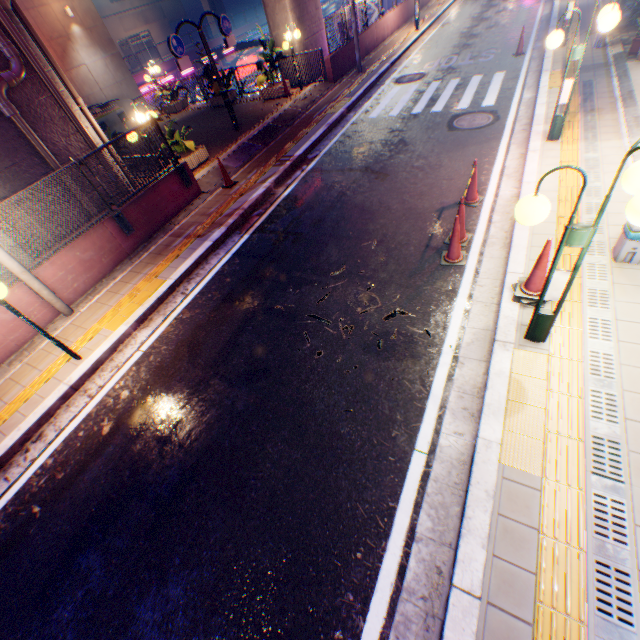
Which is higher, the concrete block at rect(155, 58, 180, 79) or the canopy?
the canopy

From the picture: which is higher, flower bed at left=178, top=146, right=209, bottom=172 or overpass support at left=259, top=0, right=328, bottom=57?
overpass support at left=259, top=0, right=328, bottom=57

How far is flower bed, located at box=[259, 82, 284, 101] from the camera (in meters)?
14.45

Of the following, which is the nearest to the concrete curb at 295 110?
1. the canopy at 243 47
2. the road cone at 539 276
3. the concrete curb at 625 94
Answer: the road cone at 539 276

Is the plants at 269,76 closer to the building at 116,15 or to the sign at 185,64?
the sign at 185,64

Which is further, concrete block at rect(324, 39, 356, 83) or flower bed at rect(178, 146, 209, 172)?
concrete block at rect(324, 39, 356, 83)

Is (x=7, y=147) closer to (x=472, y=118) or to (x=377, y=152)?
(x=377, y=152)

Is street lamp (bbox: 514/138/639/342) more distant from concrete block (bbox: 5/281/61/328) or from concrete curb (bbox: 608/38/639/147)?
concrete block (bbox: 5/281/61/328)
